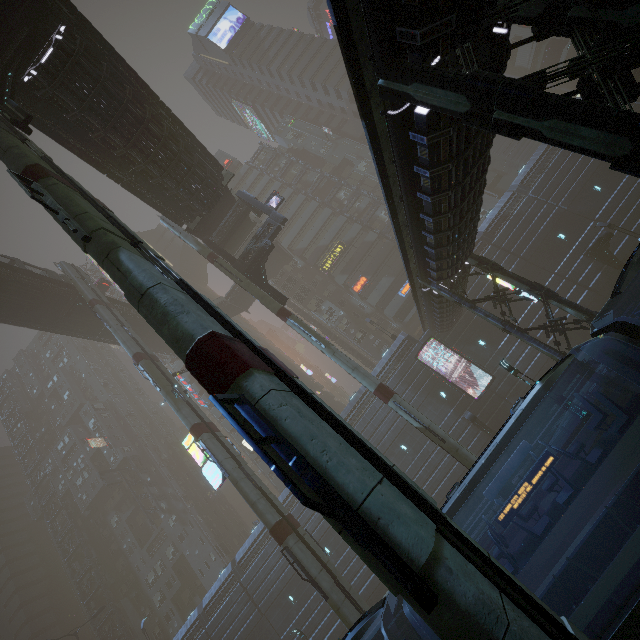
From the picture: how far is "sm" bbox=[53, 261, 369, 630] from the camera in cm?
1808

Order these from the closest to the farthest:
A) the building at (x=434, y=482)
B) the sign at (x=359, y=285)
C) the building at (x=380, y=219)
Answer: the building at (x=434, y=482) → the sign at (x=359, y=285) → the building at (x=380, y=219)

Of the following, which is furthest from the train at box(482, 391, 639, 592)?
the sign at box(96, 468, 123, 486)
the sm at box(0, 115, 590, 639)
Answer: the sign at box(96, 468, 123, 486)

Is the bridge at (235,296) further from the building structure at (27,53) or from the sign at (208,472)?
the building structure at (27,53)

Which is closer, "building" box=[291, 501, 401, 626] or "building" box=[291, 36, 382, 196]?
"building" box=[291, 501, 401, 626]

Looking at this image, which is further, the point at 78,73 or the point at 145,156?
the point at 145,156

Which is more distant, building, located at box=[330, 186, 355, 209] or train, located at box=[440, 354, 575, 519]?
building, located at box=[330, 186, 355, 209]

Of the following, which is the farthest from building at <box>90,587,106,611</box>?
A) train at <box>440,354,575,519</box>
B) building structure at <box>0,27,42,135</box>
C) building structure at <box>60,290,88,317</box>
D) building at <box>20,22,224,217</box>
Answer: building structure at <box>60,290,88,317</box>
